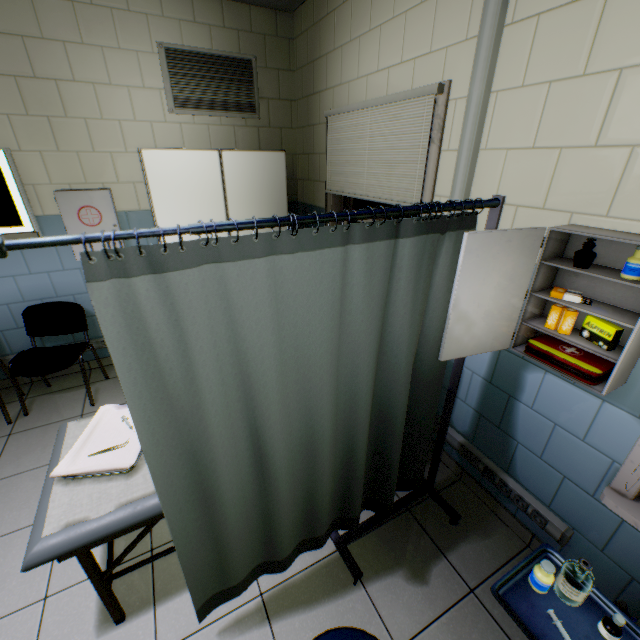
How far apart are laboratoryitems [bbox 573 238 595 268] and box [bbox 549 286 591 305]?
0.23m

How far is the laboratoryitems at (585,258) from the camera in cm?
125

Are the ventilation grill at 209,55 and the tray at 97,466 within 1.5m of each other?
no

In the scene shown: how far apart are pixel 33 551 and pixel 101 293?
1.2 meters

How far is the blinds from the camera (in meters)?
1.94

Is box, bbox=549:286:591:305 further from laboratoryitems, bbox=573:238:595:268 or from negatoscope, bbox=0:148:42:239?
negatoscope, bbox=0:148:42:239

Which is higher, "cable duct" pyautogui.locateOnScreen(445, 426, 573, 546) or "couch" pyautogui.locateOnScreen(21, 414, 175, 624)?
"couch" pyautogui.locateOnScreen(21, 414, 175, 624)

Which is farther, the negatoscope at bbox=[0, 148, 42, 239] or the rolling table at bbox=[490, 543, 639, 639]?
the negatoscope at bbox=[0, 148, 42, 239]
